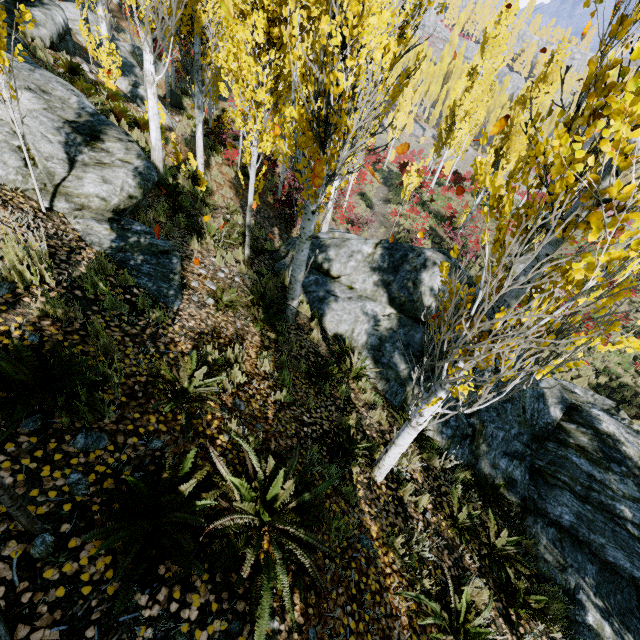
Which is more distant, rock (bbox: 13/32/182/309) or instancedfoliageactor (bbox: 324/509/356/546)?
rock (bbox: 13/32/182/309)

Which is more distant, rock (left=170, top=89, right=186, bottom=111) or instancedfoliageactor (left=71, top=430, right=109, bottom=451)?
rock (left=170, top=89, right=186, bottom=111)

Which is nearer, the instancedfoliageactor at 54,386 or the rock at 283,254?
the instancedfoliageactor at 54,386

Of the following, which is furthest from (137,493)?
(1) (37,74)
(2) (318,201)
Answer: (1) (37,74)

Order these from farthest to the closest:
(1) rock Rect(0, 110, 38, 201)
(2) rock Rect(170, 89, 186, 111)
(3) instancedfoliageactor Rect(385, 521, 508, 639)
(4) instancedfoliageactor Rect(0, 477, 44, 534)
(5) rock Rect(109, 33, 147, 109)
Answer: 1. (2) rock Rect(170, 89, 186, 111)
2. (5) rock Rect(109, 33, 147, 109)
3. (1) rock Rect(0, 110, 38, 201)
4. (3) instancedfoliageactor Rect(385, 521, 508, 639)
5. (4) instancedfoliageactor Rect(0, 477, 44, 534)

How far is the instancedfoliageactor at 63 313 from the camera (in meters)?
3.38

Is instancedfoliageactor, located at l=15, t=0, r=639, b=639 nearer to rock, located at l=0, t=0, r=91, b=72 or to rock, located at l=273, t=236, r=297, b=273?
rock, located at l=273, t=236, r=297, b=273

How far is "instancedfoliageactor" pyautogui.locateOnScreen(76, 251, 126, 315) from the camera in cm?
399
